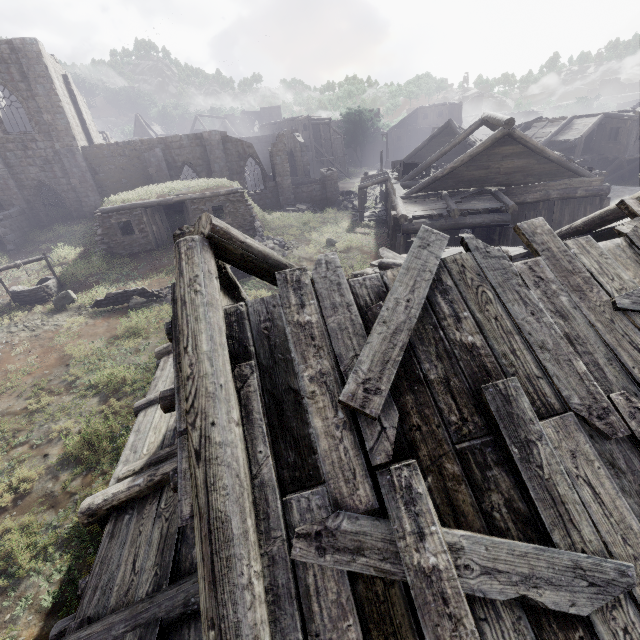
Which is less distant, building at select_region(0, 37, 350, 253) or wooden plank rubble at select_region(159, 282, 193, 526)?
wooden plank rubble at select_region(159, 282, 193, 526)

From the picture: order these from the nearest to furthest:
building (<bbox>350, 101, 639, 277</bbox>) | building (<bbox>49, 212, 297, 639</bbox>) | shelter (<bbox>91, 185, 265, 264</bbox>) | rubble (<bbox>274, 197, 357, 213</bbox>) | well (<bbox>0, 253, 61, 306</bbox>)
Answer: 1. building (<bbox>49, 212, 297, 639</bbox>)
2. building (<bbox>350, 101, 639, 277</bbox>)
3. well (<bbox>0, 253, 61, 306</bbox>)
4. shelter (<bbox>91, 185, 265, 264</bbox>)
5. rubble (<bbox>274, 197, 357, 213</bbox>)

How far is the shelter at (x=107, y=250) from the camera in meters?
18.8

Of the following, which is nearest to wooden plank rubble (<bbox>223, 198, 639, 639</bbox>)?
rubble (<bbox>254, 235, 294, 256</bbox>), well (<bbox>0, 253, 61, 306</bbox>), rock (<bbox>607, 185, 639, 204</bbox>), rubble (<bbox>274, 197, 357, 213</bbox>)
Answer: rubble (<bbox>254, 235, 294, 256</bbox>)

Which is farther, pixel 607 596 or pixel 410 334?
pixel 410 334

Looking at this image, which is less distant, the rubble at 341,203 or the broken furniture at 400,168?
the broken furniture at 400,168

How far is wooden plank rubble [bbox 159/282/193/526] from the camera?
2.6m

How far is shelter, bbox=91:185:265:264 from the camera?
18.8 meters
